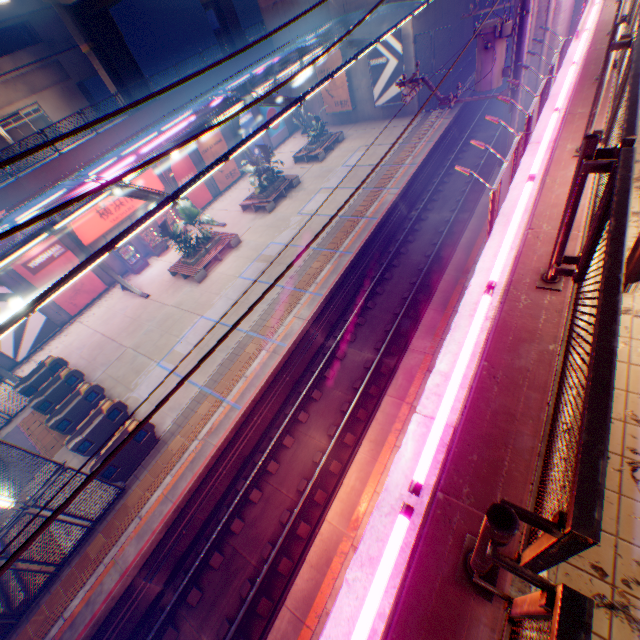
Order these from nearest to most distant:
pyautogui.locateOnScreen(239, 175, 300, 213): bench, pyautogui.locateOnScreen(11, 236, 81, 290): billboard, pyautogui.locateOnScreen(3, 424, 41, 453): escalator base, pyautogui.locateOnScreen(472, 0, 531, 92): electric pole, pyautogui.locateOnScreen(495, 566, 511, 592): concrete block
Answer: pyautogui.locateOnScreen(495, 566, 511, 592): concrete block, pyautogui.locateOnScreen(472, 0, 531, 92): electric pole, pyautogui.locateOnScreen(3, 424, 41, 453): escalator base, pyautogui.locateOnScreen(11, 236, 81, 290): billboard, pyautogui.locateOnScreen(239, 175, 300, 213): bench

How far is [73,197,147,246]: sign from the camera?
18.8 meters

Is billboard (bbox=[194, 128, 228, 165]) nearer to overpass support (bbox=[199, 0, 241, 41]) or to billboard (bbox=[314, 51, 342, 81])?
billboard (bbox=[314, 51, 342, 81])

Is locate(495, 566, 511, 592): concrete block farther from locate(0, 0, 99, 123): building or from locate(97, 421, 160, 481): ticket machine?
locate(0, 0, 99, 123): building

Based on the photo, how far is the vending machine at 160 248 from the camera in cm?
2097

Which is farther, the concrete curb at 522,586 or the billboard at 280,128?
the billboard at 280,128

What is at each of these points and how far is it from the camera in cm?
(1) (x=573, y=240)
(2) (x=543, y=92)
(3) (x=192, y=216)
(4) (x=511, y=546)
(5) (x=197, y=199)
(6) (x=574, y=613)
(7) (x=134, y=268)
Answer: (1) concrete block, 329
(2) sign frame, 958
(3) plants, 1859
(4) concrete block, 190
(5) billboard, 2445
(6) metal fence, 84
(7) vending machine, 2097

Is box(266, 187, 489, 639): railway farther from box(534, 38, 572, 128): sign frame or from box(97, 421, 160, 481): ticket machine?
box(97, 421, 160, 481): ticket machine
